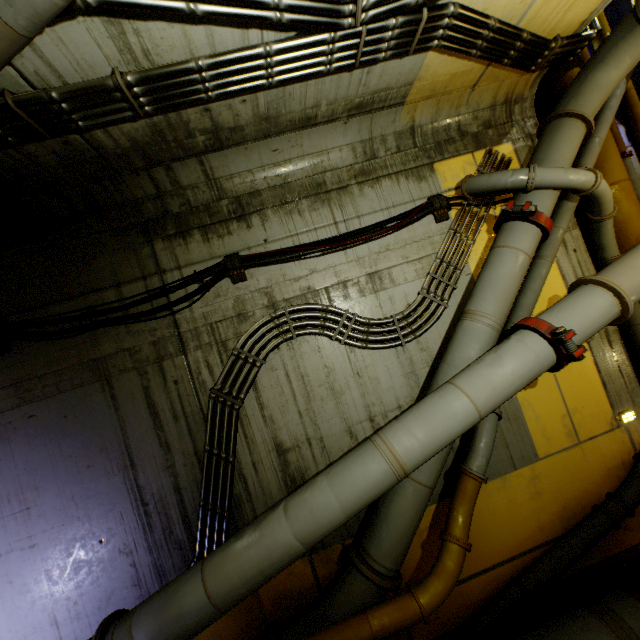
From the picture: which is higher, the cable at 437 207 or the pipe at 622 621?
the cable at 437 207

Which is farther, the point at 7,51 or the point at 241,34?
the point at 241,34

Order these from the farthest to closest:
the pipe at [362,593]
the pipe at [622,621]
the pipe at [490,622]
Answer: the pipe at [490,622]
the pipe at [622,621]
the pipe at [362,593]

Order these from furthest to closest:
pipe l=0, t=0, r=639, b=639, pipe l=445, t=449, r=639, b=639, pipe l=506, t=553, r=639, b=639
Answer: pipe l=445, t=449, r=639, b=639, pipe l=506, t=553, r=639, b=639, pipe l=0, t=0, r=639, b=639

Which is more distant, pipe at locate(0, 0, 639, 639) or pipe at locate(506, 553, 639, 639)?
pipe at locate(506, 553, 639, 639)

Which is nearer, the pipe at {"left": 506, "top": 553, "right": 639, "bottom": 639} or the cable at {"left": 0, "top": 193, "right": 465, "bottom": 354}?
the pipe at {"left": 506, "top": 553, "right": 639, "bottom": 639}

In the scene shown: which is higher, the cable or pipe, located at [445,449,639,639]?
the cable
